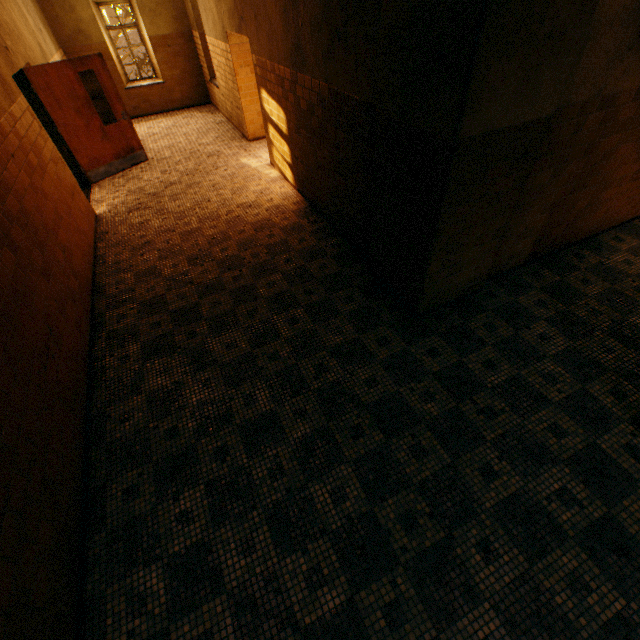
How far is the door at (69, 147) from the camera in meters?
6.1

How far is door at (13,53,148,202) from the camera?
6.1m

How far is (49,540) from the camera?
2.2m
